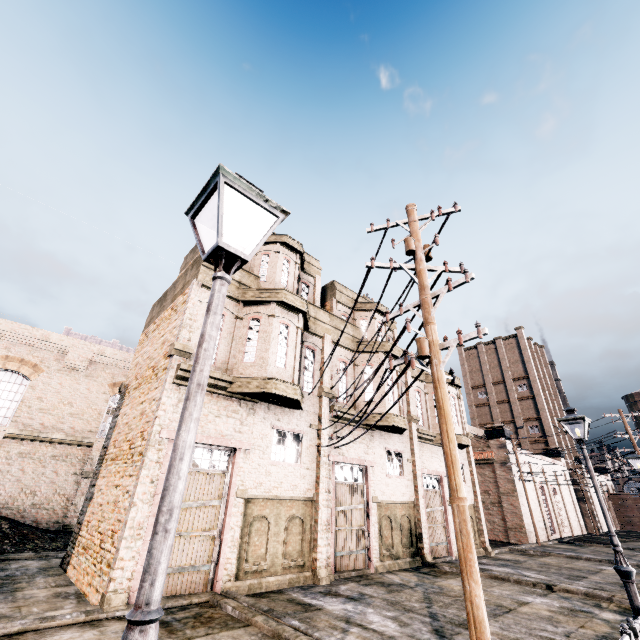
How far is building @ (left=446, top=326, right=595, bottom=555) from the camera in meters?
24.0 m

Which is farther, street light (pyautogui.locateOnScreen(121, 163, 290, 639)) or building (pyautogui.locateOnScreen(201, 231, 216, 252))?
building (pyautogui.locateOnScreen(201, 231, 216, 252))

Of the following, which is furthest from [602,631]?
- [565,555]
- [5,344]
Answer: [5,344]

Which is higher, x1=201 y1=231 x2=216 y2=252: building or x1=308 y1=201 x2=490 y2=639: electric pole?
x1=201 y1=231 x2=216 y2=252: building

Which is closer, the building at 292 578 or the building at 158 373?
the building at 158 373

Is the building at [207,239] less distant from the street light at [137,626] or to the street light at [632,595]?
the street light at [632,595]

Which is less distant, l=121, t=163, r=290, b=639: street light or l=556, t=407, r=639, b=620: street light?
l=121, t=163, r=290, b=639: street light

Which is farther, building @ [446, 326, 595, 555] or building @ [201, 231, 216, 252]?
building @ [446, 326, 595, 555]
